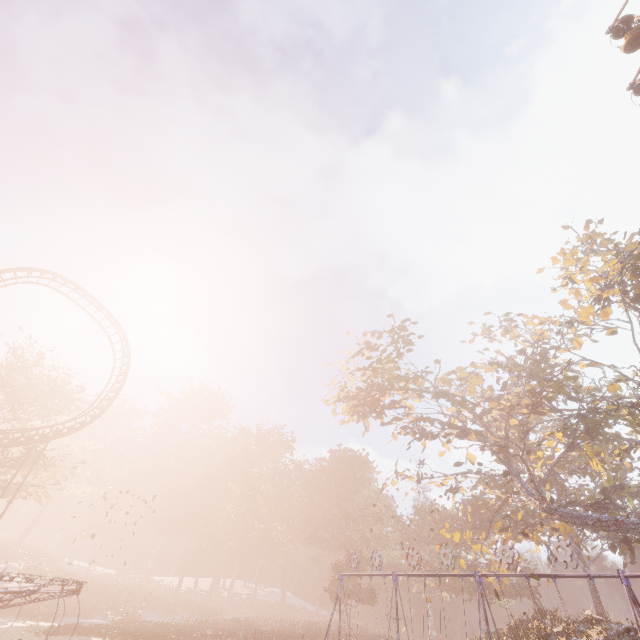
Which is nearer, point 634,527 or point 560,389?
point 634,527

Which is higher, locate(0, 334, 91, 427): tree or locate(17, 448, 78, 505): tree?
locate(0, 334, 91, 427): tree

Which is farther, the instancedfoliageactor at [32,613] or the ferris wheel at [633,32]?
the instancedfoliageactor at [32,613]

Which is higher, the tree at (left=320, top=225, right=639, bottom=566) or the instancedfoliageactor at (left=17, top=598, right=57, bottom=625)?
the tree at (left=320, top=225, right=639, bottom=566)

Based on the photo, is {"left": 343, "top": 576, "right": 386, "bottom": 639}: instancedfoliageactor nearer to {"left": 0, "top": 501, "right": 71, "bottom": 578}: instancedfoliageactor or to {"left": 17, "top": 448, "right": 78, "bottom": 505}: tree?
{"left": 0, "top": 501, "right": 71, "bottom": 578}: instancedfoliageactor

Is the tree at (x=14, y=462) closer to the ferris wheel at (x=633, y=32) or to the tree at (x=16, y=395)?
the tree at (x=16, y=395)

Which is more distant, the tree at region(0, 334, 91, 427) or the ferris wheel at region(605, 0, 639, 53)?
the tree at region(0, 334, 91, 427)

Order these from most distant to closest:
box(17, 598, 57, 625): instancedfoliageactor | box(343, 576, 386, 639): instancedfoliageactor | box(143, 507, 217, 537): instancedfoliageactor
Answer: box(143, 507, 217, 537): instancedfoliageactor < box(343, 576, 386, 639): instancedfoliageactor < box(17, 598, 57, 625): instancedfoliageactor
